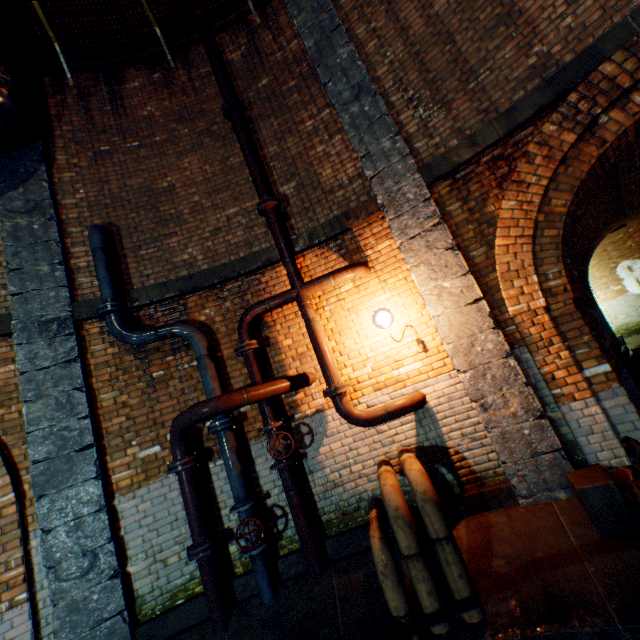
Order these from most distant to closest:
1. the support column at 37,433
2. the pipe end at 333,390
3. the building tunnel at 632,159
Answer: the building tunnel at 632,159
the pipe end at 333,390
the support column at 37,433

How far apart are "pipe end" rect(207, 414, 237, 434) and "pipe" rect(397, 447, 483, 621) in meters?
2.0 m

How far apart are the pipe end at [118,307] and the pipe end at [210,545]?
3.2 meters

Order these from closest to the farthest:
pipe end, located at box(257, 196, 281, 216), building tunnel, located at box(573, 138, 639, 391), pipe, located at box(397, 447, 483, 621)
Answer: pipe, located at box(397, 447, 483, 621) < pipe end, located at box(257, 196, 281, 216) < building tunnel, located at box(573, 138, 639, 391)

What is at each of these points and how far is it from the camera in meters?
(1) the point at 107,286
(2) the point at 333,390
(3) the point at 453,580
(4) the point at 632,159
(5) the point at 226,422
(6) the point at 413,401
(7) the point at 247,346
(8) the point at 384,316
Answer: (1) pipe, 4.5
(2) pipe end, 4.2
(3) pipe, 2.9
(4) building tunnel, 6.1
(5) pipe end, 4.3
(6) pipe, 4.1
(7) pipe end, 4.5
(8) tunnel lamp, 4.6

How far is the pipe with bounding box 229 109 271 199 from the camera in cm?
507

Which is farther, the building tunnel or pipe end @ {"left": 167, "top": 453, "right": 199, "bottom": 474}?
the building tunnel

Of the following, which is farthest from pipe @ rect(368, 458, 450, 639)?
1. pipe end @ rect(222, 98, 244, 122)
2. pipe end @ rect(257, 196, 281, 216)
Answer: pipe end @ rect(222, 98, 244, 122)
